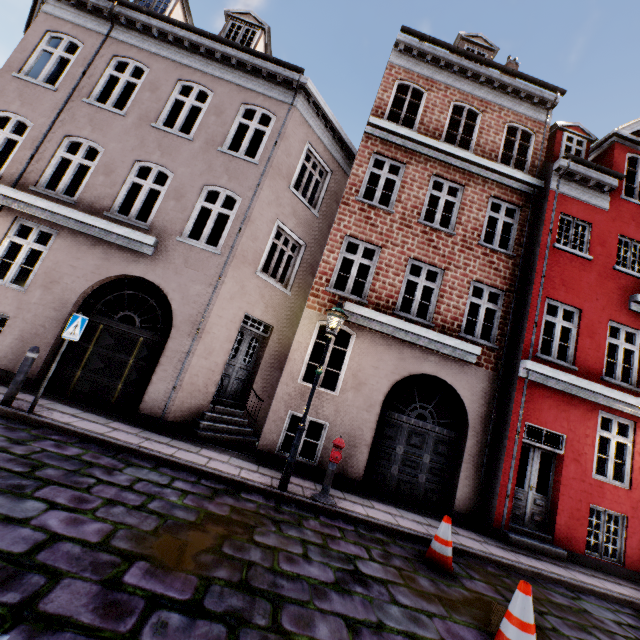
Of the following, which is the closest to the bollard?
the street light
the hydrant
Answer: the street light

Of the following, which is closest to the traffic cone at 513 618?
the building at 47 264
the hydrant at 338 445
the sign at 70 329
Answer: the hydrant at 338 445

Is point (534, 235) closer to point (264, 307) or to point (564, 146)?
point (564, 146)

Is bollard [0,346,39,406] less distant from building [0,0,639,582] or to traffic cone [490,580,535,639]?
building [0,0,639,582]

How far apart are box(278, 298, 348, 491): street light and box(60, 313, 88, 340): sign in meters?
4.7

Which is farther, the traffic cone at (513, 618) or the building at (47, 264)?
the building at (47, 264)

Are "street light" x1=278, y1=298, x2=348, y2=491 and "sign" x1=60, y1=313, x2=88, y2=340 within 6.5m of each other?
yes

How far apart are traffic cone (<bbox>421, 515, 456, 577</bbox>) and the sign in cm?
739
